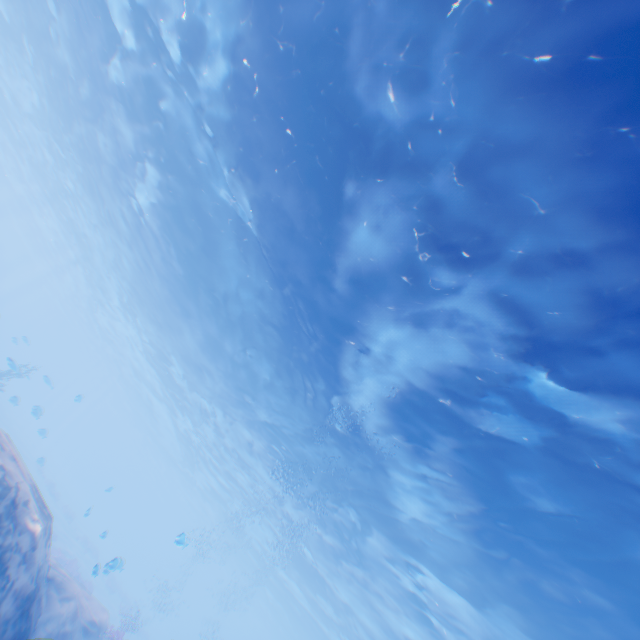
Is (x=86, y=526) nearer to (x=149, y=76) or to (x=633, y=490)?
(x=149, y=76)
